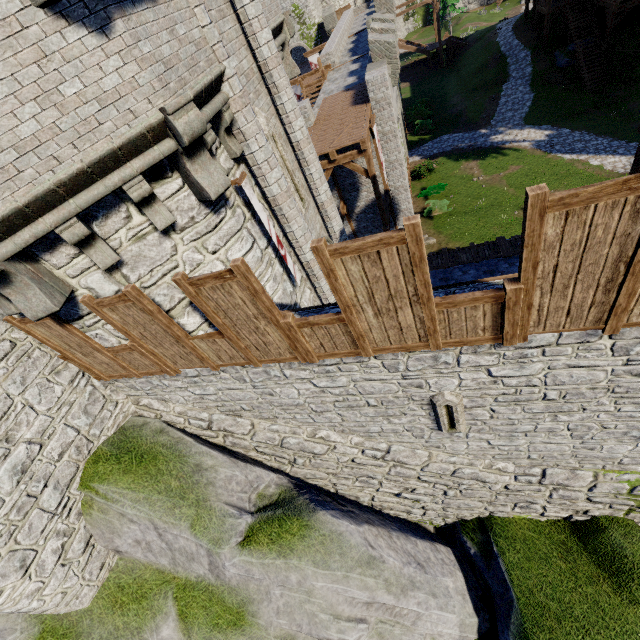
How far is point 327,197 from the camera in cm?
1039

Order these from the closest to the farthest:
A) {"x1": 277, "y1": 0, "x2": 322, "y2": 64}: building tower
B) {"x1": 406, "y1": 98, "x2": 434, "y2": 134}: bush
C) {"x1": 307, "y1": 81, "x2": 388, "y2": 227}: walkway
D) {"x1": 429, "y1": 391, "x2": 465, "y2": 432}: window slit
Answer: {"x1": 429, "y1": 391, "x2": 465, "y2": 432}: window slit
{"x1": 307, "y1": 81, "x2": 388, "y2": 227}: walkway
{"x1": 406, "y1": 98, "x2": 434, "y2": 134}: bush
{"x1": 277, "y1": 0, "x2": 322, "y2": 64}: building tower

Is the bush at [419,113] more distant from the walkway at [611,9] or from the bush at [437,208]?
the bush at [437,208]

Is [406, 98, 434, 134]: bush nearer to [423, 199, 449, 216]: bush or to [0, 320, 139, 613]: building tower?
[423, 199, 449, 216]: bush

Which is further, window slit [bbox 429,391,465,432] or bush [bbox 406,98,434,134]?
bush [bbox 406,98,434,134]

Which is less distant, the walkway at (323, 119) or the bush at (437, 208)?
the walkway at (323, 119)

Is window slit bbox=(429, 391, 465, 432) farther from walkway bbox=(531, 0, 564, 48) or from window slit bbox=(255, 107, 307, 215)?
walkway bbox=(531, 0, 564, 48)

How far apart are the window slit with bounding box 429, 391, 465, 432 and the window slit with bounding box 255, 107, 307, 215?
5.9 meters
